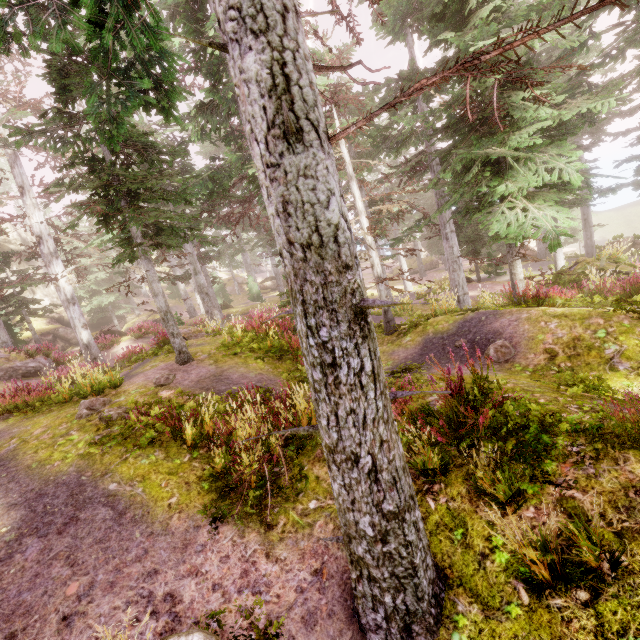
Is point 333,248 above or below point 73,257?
below

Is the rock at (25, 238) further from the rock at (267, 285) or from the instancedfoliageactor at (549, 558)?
the rock at (267, 285)

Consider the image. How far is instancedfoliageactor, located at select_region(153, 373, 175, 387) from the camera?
8.45m

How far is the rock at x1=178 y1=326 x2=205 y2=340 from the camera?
15.87m

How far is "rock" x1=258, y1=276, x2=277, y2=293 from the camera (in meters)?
47.86

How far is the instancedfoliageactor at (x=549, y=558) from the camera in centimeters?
263cm

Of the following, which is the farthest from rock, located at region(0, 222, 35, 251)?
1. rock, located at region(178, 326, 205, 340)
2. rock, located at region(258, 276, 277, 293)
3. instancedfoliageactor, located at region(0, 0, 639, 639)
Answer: rock, located at region(258, 276, 277, 293)
